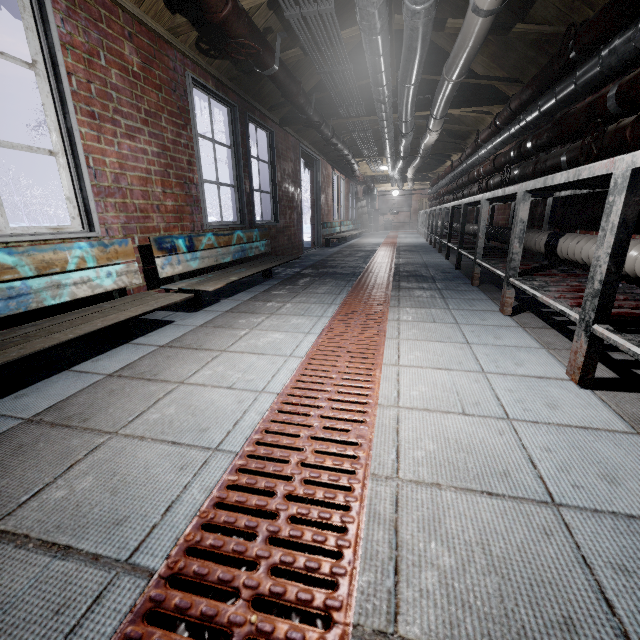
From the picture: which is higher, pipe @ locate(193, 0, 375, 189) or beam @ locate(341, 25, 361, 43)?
beam @ locate(341, 25, 361, 43)

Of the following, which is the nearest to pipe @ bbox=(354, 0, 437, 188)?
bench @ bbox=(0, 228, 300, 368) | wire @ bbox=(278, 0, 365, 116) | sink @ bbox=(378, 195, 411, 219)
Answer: wire @ bbox=(278, 0, 365, 116)

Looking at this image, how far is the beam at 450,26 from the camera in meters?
2.7 m

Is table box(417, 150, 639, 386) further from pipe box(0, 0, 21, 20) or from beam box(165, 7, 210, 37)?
pipe box(0, 0, 21, 20)

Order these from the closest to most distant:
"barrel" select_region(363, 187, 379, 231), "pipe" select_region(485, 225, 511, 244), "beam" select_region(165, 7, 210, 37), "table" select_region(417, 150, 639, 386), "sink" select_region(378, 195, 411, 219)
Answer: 1. "table" select_region(417, 150, 639, 386)
2. "beam" select_region(165, 7, 210, 37)
3. "pipe" select_region(485, 225, 511, 244)
4. "barrel" select_region(363, 187, 379, 231)
5. "sink" select_region(378, 195, 411, 219)

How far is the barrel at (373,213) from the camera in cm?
1452

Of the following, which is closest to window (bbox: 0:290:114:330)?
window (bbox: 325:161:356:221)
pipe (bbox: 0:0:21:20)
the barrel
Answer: pipe (bbox: 0:0:21:20)

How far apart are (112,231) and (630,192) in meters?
2.6 m
